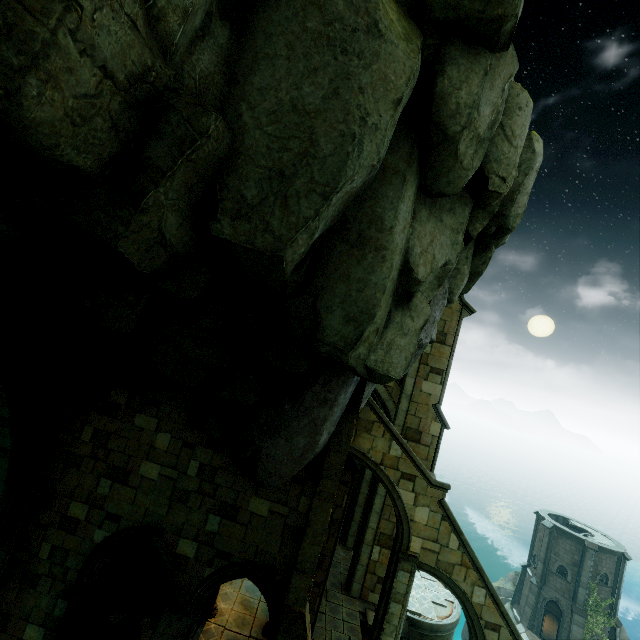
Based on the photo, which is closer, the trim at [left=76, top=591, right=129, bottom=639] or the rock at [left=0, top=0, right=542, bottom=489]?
the rock at [left=0, top=0, right=542, bottom=489]

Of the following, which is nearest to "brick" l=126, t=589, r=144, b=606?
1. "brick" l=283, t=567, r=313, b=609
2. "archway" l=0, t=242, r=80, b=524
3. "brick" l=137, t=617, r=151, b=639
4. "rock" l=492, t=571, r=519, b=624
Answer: "brick" l=137, t=617, r=151, b=639

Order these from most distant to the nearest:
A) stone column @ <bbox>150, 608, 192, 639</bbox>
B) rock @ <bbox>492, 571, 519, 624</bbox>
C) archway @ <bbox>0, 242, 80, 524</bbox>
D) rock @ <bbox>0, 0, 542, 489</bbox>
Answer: rock @ <bbox>492, 571, 519, 624</bbox>
stone column @ <bbox>150, 608, 192, 639</bbox>
archway @ <bbox>0, 242, 80, 524</bbox>
rock @ <bbox>0, 0, 542, 489</bbox>

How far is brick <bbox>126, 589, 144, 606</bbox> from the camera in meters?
11.9

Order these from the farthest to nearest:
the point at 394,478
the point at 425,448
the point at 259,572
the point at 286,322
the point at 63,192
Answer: the point at 425,448 < the point at 394,478 < the point at 259,572 < the point at 286,322 < the point at 63,192

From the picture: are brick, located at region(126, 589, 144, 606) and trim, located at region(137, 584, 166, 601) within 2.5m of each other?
yes

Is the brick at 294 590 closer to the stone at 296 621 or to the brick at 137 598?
the stone at 296 621

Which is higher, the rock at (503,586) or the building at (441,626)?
the building at (441,626)
